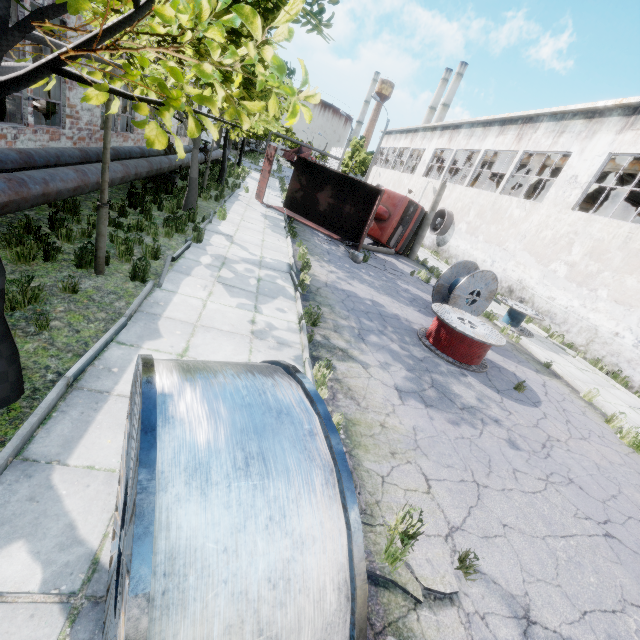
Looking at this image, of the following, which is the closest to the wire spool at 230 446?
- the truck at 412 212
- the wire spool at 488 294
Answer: the wire spool at 488 294

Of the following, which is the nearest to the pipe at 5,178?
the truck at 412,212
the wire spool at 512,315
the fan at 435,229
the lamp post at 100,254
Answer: the lamp post at 100,254

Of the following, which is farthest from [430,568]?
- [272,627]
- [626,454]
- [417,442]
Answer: [626,454]

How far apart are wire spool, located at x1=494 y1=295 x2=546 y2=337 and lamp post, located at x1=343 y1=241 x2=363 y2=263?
6.0 meters

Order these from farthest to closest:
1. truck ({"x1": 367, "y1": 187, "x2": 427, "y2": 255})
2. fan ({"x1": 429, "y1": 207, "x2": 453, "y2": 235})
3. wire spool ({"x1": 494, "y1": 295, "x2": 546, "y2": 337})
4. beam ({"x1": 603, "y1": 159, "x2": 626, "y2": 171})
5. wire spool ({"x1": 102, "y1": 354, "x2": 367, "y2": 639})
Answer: fan ({"x1": 429, "y1": 207, "x2": 453, "y2": 235}) < truck ({"x1": 367, "y1": 187, "x2": 427, "y2": 255}) < beam ({"x1": 603, "y1": 159, "x2": 626, "y2": 171}) < wire spool ({"x1": 494, "y1": 295, "x2": 546, "y2": 337}) < wire spool ({"x1": 102, "y1": 354, "x2": 367, "y2": 639})

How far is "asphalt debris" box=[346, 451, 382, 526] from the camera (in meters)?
3.58

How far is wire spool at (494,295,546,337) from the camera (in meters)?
13.16

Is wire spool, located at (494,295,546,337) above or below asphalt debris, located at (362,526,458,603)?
above
